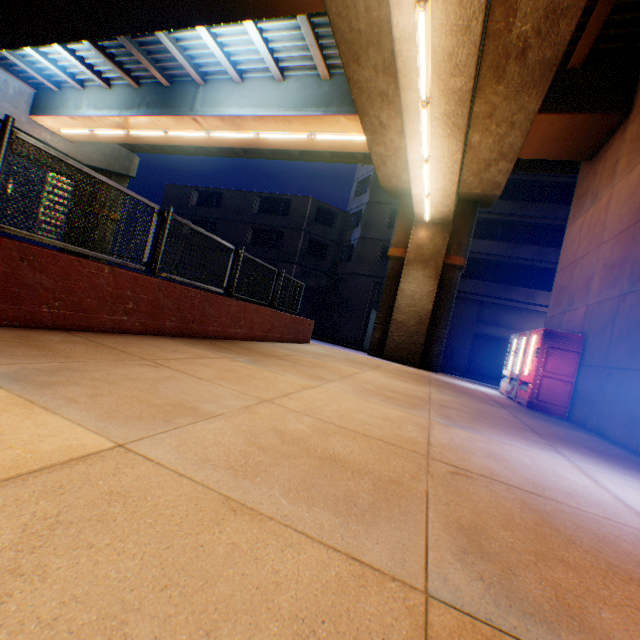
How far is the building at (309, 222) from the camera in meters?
25.8 m

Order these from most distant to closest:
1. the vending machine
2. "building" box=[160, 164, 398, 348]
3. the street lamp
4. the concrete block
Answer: "building" box=[160, 164, 398, 348]
the vending machine
the street lamp
the concrete block

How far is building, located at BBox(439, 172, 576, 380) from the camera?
22.0m

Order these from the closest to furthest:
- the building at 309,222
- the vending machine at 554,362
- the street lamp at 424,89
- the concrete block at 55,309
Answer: the concrete block at 55,309, the street lamp at 424,89, the vending machine at 554,362, the building at 309,222

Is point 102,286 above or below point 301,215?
below

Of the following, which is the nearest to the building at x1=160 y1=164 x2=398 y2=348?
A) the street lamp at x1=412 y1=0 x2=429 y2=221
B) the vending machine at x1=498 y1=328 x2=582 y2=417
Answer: the vending machine at x1=498 y1=328 x2=582 y2=417

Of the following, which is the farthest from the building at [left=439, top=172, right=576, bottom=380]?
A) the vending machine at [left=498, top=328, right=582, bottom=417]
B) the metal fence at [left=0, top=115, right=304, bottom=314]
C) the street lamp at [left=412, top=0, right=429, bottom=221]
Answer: the street lamp at [left=412, top=0, right=429, bottom=221]

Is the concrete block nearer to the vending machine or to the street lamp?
the street lamp
